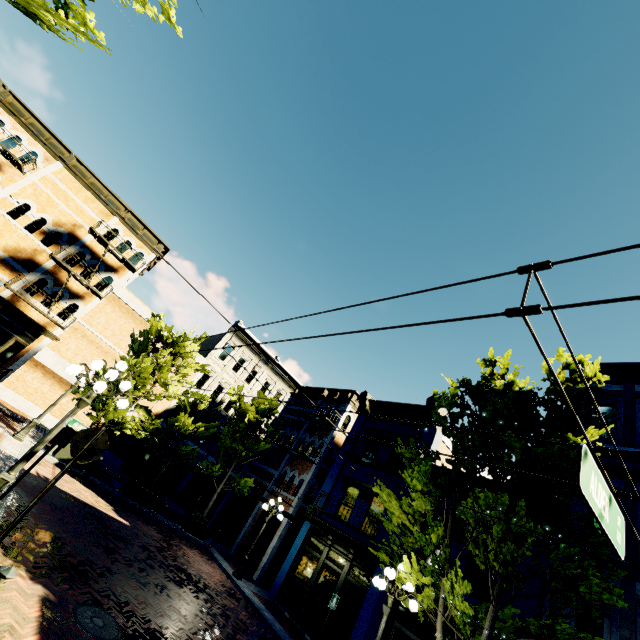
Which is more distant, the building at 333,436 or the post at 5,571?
the building at 333,436

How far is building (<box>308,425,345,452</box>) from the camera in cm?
2088

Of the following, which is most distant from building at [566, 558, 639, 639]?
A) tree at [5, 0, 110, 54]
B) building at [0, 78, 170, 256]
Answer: building at [0, 78, 170, 256]

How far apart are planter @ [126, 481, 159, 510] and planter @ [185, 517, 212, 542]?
2.28m

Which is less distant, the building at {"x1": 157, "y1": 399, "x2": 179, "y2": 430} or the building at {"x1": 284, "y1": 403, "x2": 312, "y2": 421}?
the building at {"x1": 284, "y1": 403, "x2": 312, "y2": 421}

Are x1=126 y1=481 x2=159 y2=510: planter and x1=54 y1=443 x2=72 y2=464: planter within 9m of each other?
yes

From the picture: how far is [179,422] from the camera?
17.28m

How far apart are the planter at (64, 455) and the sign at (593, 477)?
17.6 meters
